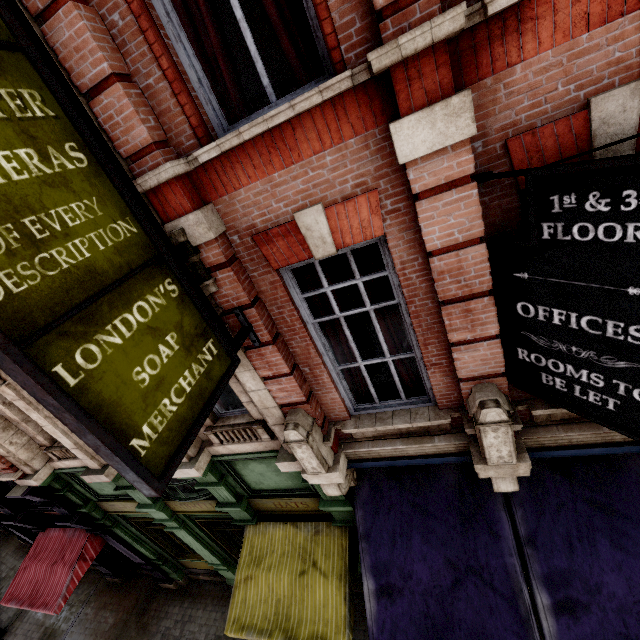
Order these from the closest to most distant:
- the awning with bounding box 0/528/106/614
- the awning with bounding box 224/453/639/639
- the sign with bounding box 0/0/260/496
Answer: the sign with bounding box 0/0/260/496, the awning with bounding box 224/453/639/639, the awning with bounding box 0/528/106/614

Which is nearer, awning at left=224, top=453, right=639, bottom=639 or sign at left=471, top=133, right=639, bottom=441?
sign at left=471, top=133, right=639, bottom=441

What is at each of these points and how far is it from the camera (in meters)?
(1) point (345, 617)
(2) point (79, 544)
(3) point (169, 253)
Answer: (1) awning, 5.50
(2) awning, 9.23
(3) sign, 2.92

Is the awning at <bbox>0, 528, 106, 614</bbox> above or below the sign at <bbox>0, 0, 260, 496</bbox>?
below

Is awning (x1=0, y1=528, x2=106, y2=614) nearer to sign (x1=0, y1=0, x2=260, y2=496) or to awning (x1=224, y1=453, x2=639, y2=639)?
awning (x1=224, y1=453, x2=639, y2=639)

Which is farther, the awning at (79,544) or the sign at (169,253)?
the awning at (79,544)

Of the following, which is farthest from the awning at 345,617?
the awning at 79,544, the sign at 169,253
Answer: the awning at 79,544
